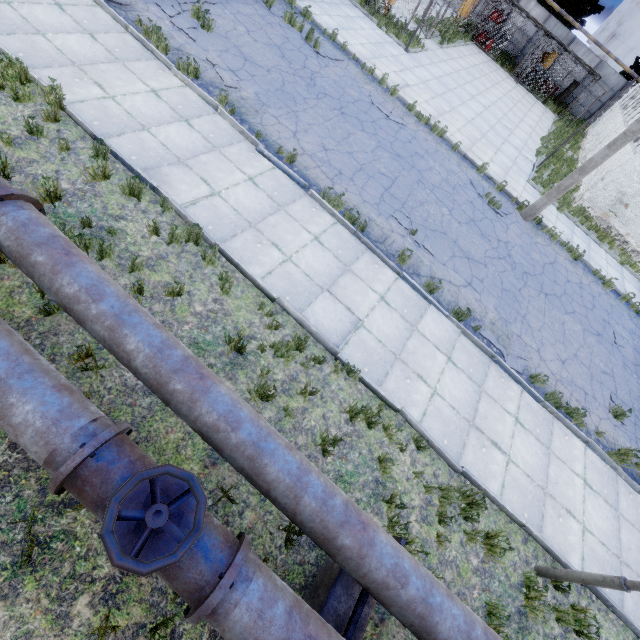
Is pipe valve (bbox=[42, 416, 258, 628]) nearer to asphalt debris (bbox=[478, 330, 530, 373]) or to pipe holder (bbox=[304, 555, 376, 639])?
pipe holder (bbox=[304, 555, 376, 639])

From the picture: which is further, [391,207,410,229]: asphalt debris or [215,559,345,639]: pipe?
[391,207,410,229]: asphalt debris

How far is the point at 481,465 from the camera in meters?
6.1

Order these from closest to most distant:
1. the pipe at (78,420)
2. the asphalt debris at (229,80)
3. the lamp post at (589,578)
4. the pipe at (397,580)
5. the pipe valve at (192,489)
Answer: the pipe valve at (192,489), the pipe at (78,420), the pipe at (397,580), the lamp post at (589,578), the asphalt debris at (229,80)

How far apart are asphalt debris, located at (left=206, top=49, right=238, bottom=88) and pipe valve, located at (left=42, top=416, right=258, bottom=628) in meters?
8.9

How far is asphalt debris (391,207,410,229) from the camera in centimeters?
888cm

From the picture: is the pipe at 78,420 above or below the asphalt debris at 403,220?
above
